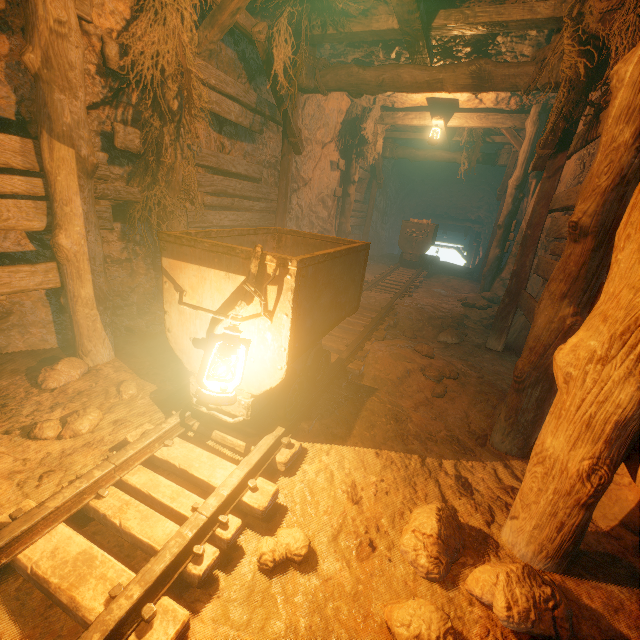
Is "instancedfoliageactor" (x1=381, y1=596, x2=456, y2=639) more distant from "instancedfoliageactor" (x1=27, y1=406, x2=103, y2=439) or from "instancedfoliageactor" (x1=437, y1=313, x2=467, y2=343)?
"instancedfoliageactor" (x1=437, y1=313, x2=467, y2=343)

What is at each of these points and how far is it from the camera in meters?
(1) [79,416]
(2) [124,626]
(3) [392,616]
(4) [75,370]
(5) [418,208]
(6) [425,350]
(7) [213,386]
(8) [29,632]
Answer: (1) instancedfoliageactor, 2.6
(2) tracks, 1.3
(3) instancedfoliageactor, 1.5
(4) instancedfoliageactor, 3.1
(5) z, 19.1
(6) instancedfoliageactor, 4.3
(7) lantern, 1.8
(8) burlap sack, 1.4

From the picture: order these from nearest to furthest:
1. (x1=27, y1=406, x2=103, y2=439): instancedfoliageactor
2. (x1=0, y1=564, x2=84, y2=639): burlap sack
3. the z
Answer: (x1=0, y1=564, x2=84, y2=639): burlap sack, (x1=27, y1=406, x2=103, y2=439): instancedfoliageactor, the z

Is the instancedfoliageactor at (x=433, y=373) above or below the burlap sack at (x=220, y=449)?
above

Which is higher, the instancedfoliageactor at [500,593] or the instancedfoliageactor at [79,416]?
the instancedfoliageactor at [500,593]

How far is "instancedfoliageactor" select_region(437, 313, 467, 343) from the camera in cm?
521

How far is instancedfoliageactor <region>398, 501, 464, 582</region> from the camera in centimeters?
176cm

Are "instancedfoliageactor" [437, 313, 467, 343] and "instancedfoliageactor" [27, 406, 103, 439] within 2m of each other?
no
